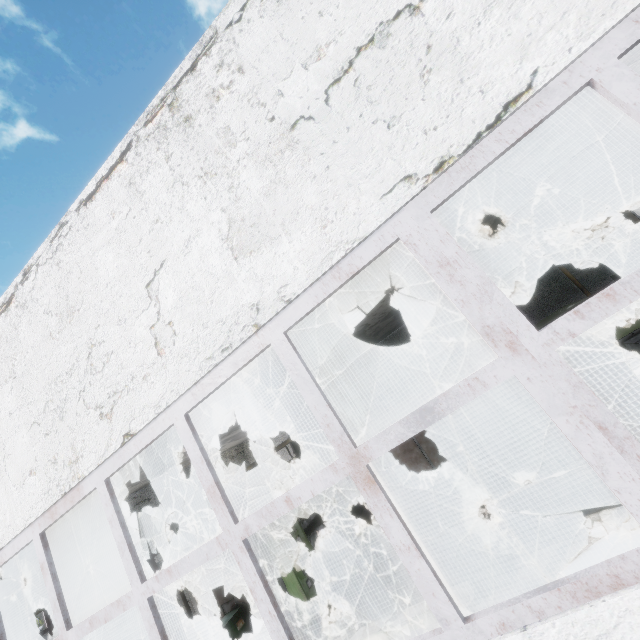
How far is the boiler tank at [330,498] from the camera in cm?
986

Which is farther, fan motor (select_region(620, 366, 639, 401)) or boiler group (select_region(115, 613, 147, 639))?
boiler group (select_region(115, 613, 147, 639))

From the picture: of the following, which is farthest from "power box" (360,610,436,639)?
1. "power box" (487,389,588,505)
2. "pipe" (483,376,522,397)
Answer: "pipe" (483,376,522,397)

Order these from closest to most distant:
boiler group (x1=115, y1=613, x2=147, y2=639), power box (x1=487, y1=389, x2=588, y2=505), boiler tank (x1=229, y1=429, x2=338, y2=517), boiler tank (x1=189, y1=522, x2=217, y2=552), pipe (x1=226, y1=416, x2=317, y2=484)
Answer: power box (x1=487, y1=389, x2=588, y2=505)
pipe (x1=226, y1=416, x2=317, y2=484)
boiler tank (x1=189, y1=522, x2=217, y2=552)
boiler group (x1=115, y1=613, x2=147, y2=639)
boiler tank (x1=229, y1=429, x2=338, y2=517)

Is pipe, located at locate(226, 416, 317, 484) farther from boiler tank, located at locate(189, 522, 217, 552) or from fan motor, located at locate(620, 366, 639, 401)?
boiler tank, located at locate(189, 522, 217, 552)

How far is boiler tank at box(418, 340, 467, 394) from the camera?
10.2 meters

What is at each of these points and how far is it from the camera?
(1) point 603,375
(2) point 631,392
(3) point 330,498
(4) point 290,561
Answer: (1) boiler box, 8.3m
(2) fan motor, 7.2m
(3) boiler tank, 14.0m
(4) power box, 9.5m

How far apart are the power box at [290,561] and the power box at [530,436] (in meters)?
7.25
